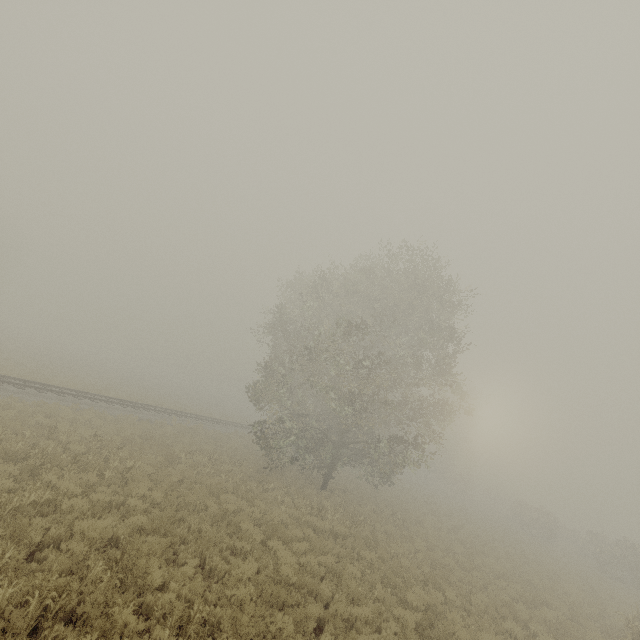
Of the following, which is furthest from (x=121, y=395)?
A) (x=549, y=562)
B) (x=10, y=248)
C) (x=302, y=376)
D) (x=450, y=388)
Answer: (x=10, y=248)

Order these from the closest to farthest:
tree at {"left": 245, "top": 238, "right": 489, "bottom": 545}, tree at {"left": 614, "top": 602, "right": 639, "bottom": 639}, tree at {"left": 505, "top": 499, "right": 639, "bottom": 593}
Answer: tree at {"left": 614, "top": 602, "right": 639, "bottom": 639}
tree at {"left": 245, "top": 238, "right": 489, "bottom": 545}
tree at {"left": 505, "top": 499, "right": 639, "bottom": 593}

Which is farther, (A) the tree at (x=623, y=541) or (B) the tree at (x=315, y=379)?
(A) the tree at (x=623, y=541)

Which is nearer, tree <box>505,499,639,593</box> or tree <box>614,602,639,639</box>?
tree <box>614,602,639,639</box>

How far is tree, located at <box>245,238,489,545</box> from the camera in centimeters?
1805cm

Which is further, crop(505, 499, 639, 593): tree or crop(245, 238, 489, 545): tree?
crop(505, 499, 639, 593): tree
